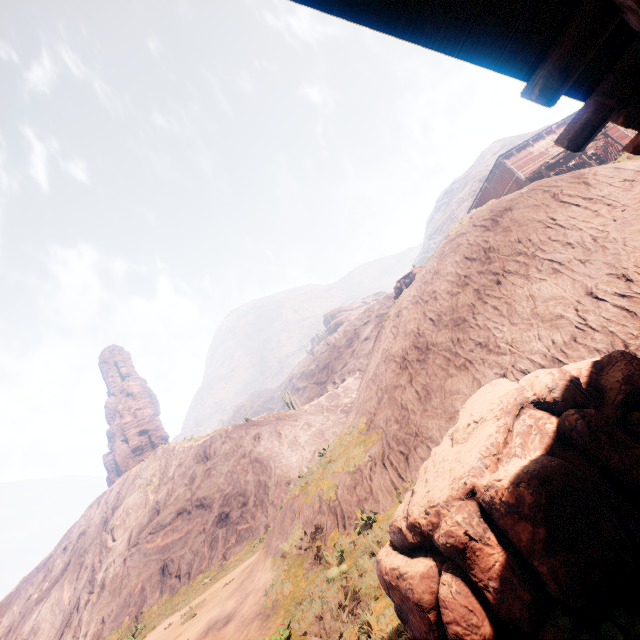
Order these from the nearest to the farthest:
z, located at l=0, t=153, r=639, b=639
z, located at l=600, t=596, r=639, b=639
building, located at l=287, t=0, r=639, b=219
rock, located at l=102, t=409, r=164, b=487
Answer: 1. building, located at l=287, t=0, r=639, b=219
2. z, located at l=600, t=596, r=639, b=639
3. z, located at l=0, t=153, r=639, b=639
4. rock, located at l=102, t=409, r=164, b=487

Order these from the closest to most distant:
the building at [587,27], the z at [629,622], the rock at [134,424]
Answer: the building at [587,27], the z at [629,622], the rock at [134,424]

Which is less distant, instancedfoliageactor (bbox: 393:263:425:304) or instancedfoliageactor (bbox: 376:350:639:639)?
instancedfoliageactor (bbox: 376:350:639:639)

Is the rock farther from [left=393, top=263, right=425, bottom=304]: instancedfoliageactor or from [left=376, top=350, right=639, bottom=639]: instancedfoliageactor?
[left=376, top=350, right=639, bottom=639]: instancedfoliageactor

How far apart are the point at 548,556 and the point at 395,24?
4.30m

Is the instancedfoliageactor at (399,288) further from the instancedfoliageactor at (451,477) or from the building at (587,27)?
the instancedfoliageactor at (451,477)

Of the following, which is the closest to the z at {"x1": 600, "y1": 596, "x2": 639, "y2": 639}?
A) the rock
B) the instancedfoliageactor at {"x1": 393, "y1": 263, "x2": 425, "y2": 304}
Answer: the instancedfoliageactor at {"x1": 393, "y1": 263, "x2": 425, "y2": 304}

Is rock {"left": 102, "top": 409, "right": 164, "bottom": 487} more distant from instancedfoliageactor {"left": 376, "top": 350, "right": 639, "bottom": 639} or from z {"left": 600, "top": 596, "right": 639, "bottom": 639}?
instancedfoliageactor {"left": 376, "top": 350, "right": 639, "bottom": 639}
